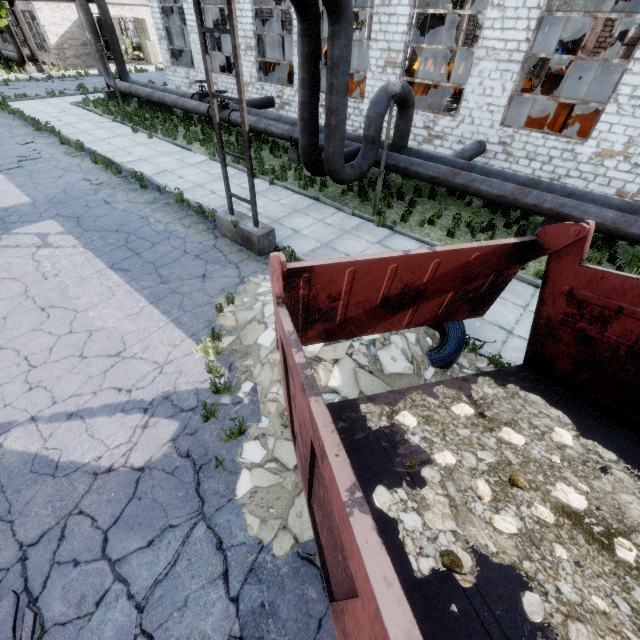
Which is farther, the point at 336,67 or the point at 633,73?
the point at 633,73

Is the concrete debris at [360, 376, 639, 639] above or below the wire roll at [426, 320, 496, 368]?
above

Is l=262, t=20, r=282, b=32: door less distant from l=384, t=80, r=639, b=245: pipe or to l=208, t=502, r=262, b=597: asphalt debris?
l=384, t=80, r=639, b=245: pipe

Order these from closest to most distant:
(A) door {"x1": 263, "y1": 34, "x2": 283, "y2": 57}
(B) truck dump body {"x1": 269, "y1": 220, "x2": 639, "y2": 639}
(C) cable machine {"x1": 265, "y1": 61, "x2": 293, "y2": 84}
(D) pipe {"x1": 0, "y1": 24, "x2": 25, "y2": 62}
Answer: (B) truck dump body {"x1": 269, "y1": 220, "x2": 639, "y2": 639} < (C) cable machine {"x1": 265, "y1": 61, "x2": 293, "y2": 84} < (D) pipe {"x1": 0, "y1": 24, "x2": 25, "y2": 62} < (A) door {"x1": 263, "y1": 34, "x2": 283, "y2": 57}

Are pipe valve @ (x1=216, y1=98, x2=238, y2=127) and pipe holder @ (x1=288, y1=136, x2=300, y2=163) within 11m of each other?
yes

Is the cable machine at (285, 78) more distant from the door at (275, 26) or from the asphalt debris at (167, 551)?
the asphalt debris at (167, 551)

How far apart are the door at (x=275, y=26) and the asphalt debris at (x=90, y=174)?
24.0 meters

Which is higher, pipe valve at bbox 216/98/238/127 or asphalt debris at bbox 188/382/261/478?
pipe valve at bbox 216/98/238/127
